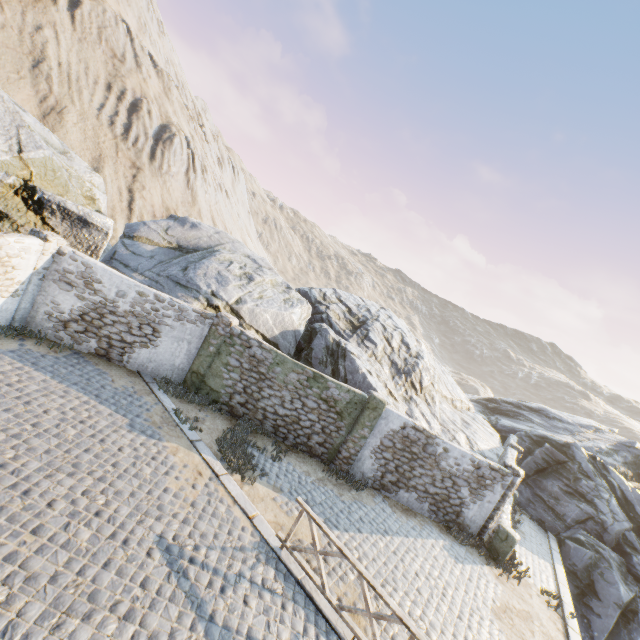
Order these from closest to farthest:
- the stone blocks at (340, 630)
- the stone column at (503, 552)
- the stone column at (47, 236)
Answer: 1. the stone blocks at (340, 630)
2. the stone column at (47, 236)
3. the stone column at (503, 552)

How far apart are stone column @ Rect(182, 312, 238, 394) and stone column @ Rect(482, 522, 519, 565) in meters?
11.4

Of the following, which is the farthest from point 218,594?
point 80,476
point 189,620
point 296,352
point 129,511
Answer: point 296,352

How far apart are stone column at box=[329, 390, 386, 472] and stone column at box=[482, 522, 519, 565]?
5.1m

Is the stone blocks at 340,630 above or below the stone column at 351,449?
below

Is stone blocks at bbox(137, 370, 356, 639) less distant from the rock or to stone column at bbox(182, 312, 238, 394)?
the rock

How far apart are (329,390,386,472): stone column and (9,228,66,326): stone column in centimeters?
1130cm

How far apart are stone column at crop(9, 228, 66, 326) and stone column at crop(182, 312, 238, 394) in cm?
504
